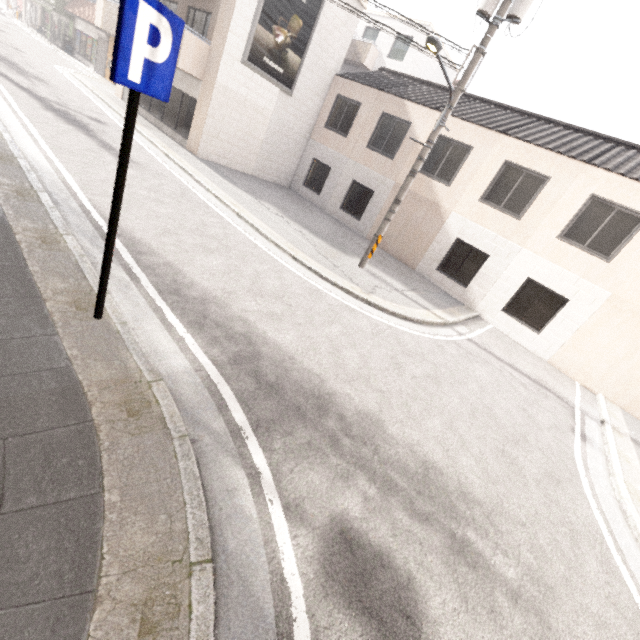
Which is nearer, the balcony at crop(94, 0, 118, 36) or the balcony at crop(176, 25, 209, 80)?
the balcony at crop(176, 25, 209, 80)

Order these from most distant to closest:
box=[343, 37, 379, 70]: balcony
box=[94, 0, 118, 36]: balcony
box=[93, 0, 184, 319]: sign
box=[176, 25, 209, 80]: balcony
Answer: box=[343, 37, 379, 70]: balcony
box=[94, 0, 118, 36]: balcony
box=[176, 25, 209, 80]: balcony
box=[93, 0, 184, 319]: sign

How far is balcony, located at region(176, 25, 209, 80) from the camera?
12.1 meters

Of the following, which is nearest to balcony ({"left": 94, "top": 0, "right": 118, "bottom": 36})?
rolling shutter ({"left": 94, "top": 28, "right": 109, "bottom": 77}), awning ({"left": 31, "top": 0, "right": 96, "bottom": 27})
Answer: awning ({"left": 31, "top": 0, "right": 96, "bottom": 27})

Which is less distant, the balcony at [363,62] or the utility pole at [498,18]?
the utility pole at [498,18]

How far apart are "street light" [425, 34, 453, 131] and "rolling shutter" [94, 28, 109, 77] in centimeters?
2698cm

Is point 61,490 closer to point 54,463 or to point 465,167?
point 54,463

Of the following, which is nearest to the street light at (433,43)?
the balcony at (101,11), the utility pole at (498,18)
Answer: the utility pole at (498,18)
